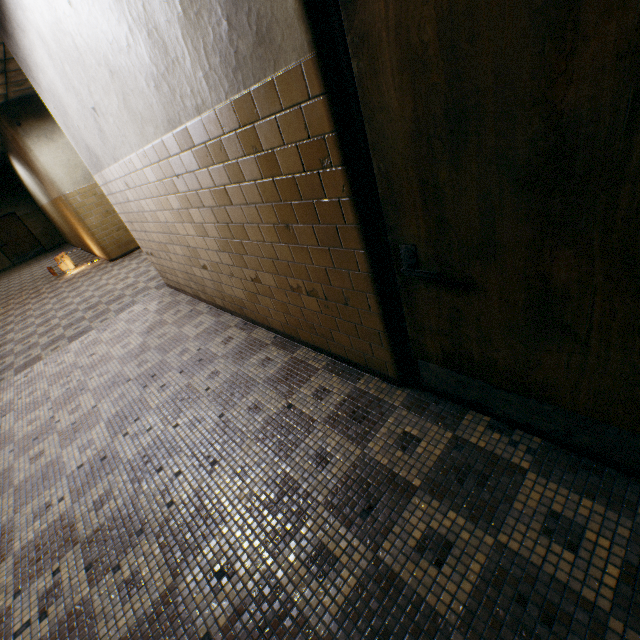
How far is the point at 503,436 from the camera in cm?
184

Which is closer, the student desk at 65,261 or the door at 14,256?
the student desk at 65,261

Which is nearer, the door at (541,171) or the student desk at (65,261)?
the door at (541,171)

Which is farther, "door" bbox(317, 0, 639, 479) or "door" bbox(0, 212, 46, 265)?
"door" bbox(0, 212, 46, 265)

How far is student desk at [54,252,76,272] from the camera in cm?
983

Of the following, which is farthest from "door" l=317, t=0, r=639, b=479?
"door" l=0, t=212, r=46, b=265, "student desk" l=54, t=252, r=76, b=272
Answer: "door" l=0, t=212, r=46, b=265
